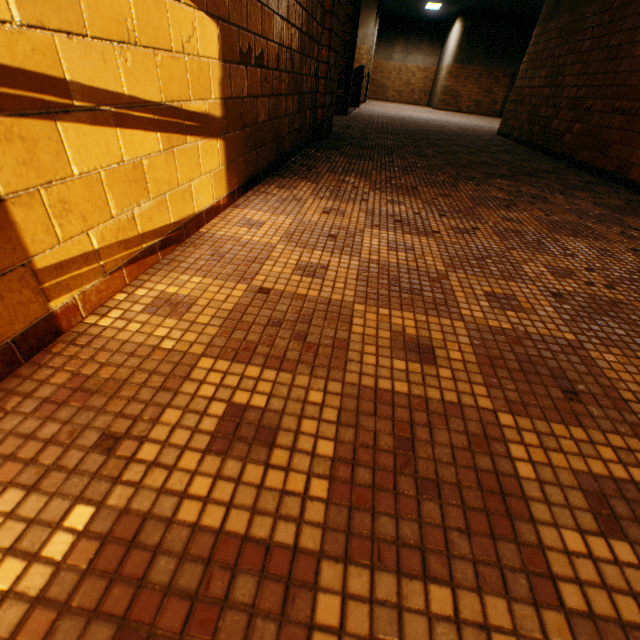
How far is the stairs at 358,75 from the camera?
10.8 meters

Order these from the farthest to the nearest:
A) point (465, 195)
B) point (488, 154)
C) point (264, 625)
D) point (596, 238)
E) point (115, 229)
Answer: point (488, 154), point (465, 195), point (596, 238), point (115, 229), point (264, 625)

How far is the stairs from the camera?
10.8 meters
